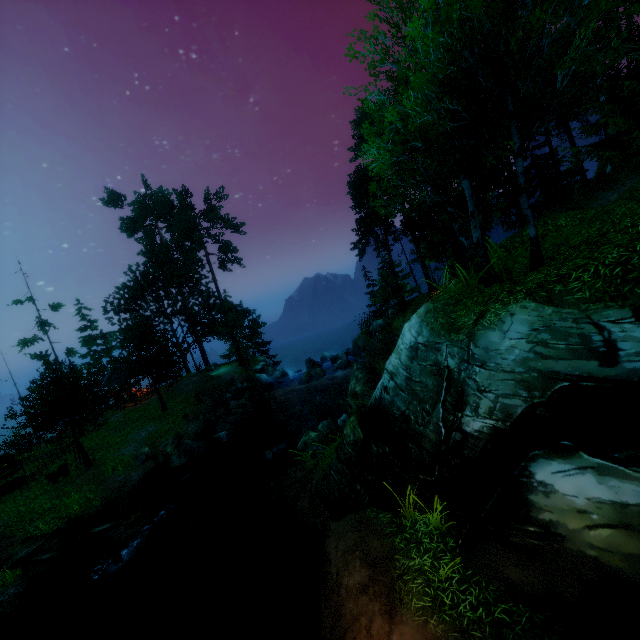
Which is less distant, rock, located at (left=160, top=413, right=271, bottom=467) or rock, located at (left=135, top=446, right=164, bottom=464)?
rock, located at (left=160, top=413, right=271, bottom=467)

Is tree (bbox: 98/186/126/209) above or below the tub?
above

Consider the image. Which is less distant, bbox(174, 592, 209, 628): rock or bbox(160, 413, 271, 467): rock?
bbox(174, 592, 209, 628): rock

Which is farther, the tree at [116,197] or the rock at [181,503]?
the tree at [116,197]

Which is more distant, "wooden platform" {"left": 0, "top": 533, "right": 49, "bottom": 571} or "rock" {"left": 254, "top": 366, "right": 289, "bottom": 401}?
"rock" {"left": 254, "top": 366, "right": 289, "bottom": 401}

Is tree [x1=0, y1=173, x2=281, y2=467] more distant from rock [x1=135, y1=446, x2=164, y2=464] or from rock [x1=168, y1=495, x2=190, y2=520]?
rock [x1=168, y1=495, x2=190, y2=520]

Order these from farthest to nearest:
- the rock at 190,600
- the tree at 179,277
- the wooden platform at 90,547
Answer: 1. the tree at 179,277
2. the wooden platform at 90,547
3. the rock at 190,600

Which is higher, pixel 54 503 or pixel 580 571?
pixel 580 571
